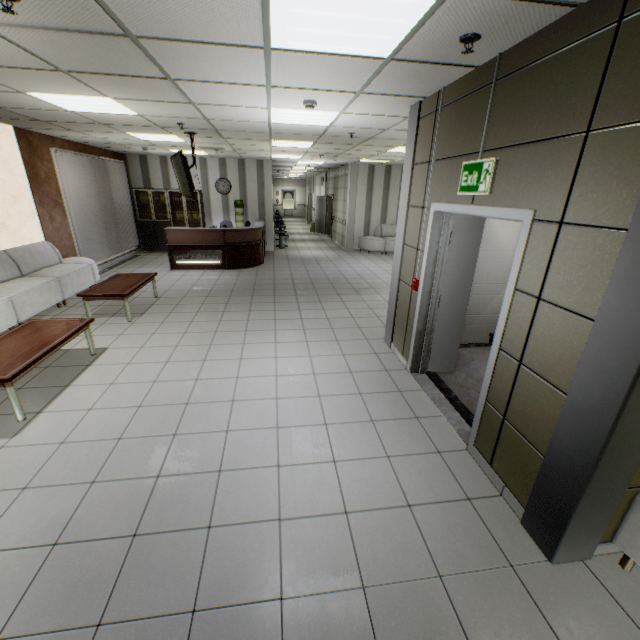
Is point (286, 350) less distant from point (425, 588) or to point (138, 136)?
point (425, 588)

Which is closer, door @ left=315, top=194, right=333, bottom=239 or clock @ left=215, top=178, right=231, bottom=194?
clock @ left=215, top=178, right=231, bottom=194

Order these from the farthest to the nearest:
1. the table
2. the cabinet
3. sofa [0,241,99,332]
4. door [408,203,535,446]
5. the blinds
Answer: the cabinet → the blinds → sofa [0,241,99,332] → the table → door [408,203,535,446]

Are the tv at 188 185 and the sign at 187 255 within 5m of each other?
yes

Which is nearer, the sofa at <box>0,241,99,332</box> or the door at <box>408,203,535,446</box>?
the door at <box>408,203,535,446</box>

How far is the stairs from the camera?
3.7m

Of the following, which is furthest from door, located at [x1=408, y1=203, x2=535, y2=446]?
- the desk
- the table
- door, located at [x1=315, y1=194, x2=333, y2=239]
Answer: door, located at [x1=315, y1=194, x2=333, y2=239]

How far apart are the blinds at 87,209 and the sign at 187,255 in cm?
196
